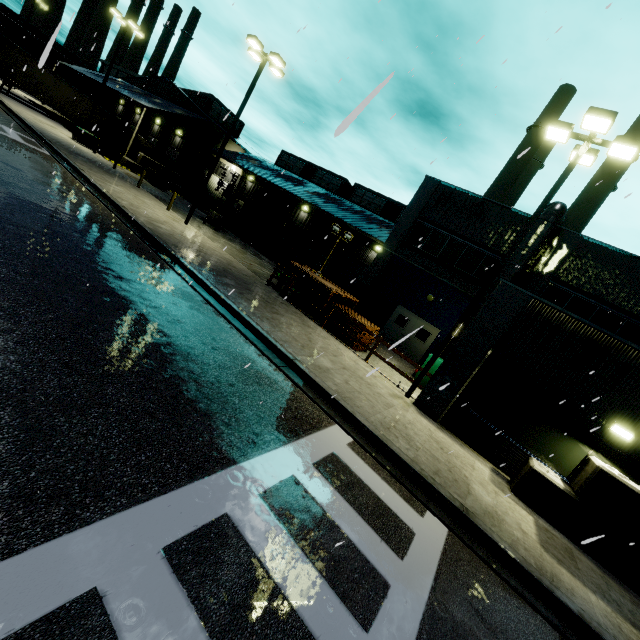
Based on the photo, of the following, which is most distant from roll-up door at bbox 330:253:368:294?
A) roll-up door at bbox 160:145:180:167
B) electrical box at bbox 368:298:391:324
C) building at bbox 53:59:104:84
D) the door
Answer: roll-up door at bbox 160:145:180:167

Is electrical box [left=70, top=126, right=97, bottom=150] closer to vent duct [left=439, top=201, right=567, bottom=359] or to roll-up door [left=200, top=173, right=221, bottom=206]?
roll-up door [left=200, top=173, right=221, bottom=206]

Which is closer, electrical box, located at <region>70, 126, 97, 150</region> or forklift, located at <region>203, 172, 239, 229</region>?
forklift, located at <region>203, 172, 239, 229</region>

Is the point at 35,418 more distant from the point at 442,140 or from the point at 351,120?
the point at 442,140

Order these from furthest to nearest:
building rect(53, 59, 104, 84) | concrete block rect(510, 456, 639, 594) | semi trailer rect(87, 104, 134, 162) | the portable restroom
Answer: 1. building rect(53, 59, 104, 84)
2. semi trailer rect(87, 104, 134, 162)
3. the portable restroom
4. concrete block rect(510, 456, 639, 594)

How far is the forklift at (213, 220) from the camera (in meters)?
23.86

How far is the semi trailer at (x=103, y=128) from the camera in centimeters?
3234cm

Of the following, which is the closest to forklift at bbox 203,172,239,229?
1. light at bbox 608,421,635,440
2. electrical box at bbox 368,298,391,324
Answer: electrical box at bbox 368,298,391,324
